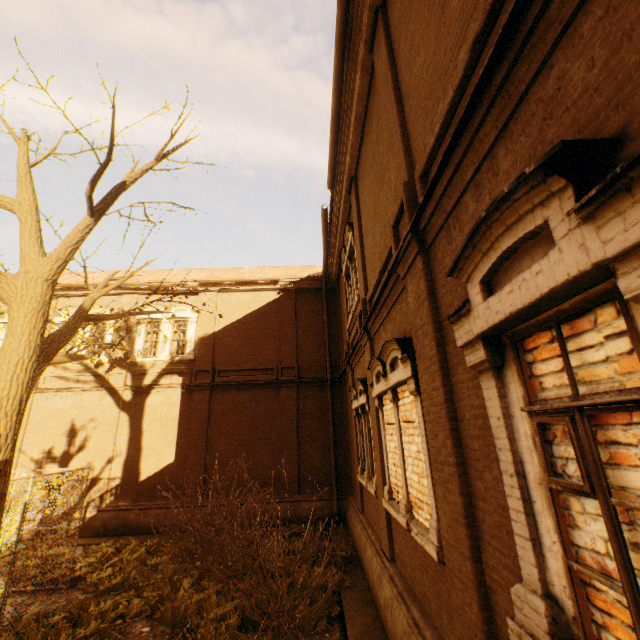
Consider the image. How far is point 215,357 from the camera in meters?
15.4

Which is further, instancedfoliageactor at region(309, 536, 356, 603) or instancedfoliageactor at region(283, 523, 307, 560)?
instancedfoliageactor at region(283, 523, 307, 560)

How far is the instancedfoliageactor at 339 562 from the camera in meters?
7.2

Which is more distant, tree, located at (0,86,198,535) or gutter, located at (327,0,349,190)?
gutter, located at (327,0,349,190)

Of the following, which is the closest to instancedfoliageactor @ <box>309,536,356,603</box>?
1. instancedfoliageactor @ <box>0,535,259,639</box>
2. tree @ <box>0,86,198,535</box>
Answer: instancedfoliageactor @ <box>0,535,259,639</box>

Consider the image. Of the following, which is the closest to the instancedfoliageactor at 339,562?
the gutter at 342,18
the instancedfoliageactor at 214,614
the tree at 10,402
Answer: the instancedfoliageactor at 214,614

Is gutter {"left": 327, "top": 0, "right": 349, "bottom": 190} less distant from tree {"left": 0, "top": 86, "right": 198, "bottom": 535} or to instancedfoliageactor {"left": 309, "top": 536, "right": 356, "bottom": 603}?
tree {"left": 0, "top": 86, "right": 198, "bottom": 535}

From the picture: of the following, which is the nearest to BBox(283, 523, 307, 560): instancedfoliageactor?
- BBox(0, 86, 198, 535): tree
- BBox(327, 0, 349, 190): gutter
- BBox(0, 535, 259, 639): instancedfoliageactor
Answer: BBox(0, 535, 259, 639): instancedfoliageactor
